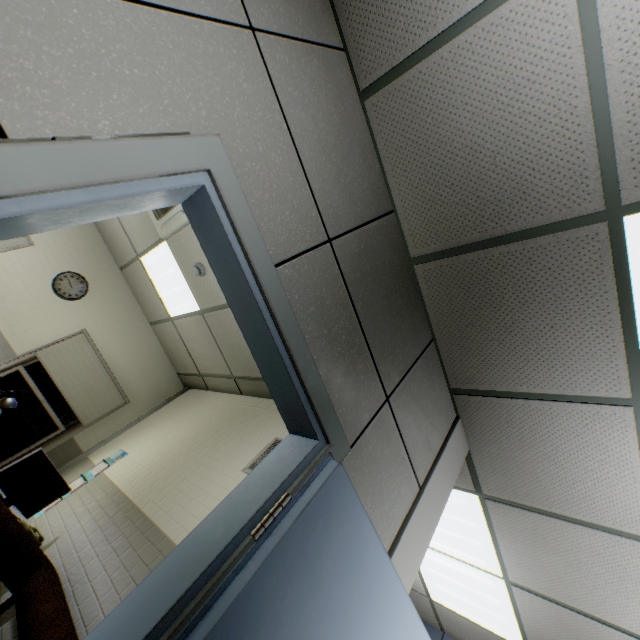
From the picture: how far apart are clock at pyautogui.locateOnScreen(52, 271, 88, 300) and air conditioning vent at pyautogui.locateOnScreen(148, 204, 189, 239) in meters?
2.0

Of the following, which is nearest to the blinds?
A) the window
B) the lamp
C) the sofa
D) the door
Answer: the window

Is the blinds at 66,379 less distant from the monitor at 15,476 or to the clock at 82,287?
the clock at 82,287

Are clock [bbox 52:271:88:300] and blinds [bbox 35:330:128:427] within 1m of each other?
yes

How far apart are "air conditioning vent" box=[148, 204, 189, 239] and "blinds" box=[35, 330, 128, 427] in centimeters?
223cm

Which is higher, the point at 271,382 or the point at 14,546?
the point at 271,382

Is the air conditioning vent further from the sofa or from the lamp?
the sofa

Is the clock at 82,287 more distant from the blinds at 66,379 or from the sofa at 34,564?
the sofa at 34,564
